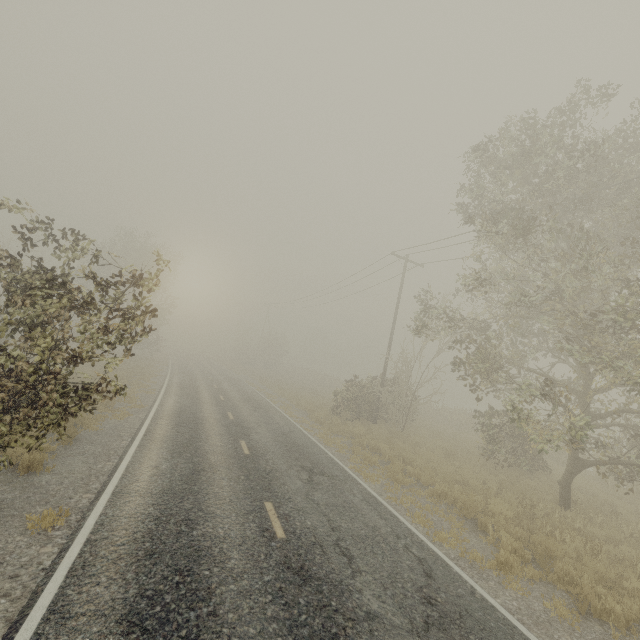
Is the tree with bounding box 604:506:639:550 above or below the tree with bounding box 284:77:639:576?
below

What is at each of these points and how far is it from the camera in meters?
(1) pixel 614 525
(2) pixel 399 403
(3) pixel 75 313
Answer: (1) tree, 9.6 m
(2) tree, 22.9 m
(3) tree, 7.1 m

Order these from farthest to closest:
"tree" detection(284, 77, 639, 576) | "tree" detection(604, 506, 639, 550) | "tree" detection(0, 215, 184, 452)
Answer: "tree" detection(604, 506, 639, 550) → "tree" detection(284, 77, 639, 576) → "tree" detection(0, 215, 184, 452)

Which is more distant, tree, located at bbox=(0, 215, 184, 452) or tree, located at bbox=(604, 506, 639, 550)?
tree, located at bbox=(604, 506, 639, 550)

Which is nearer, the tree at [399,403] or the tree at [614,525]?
the tree at [399,403]

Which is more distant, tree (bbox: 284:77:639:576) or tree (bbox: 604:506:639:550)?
tree (bbox: 604:506:639:550)

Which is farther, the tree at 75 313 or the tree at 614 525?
the tree at 614 525
